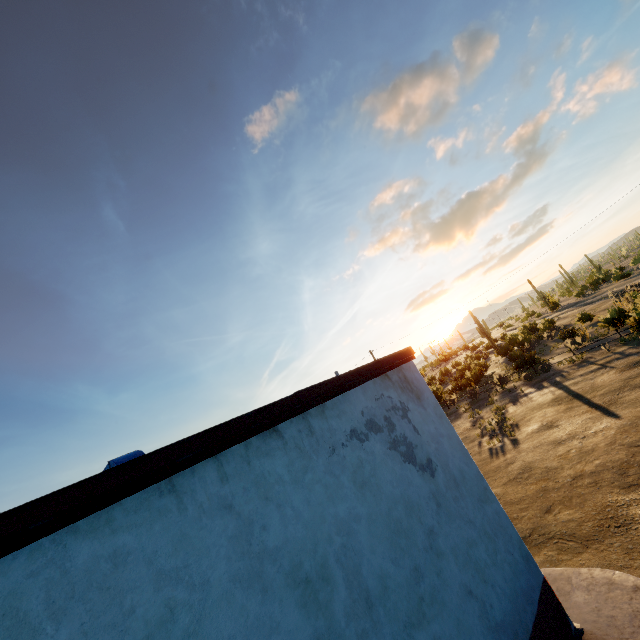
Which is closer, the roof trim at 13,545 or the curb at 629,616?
the roof trim at 13,545

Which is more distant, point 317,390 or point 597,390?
point 597,390

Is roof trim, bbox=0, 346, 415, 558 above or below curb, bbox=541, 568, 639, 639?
above

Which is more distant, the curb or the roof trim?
the curb

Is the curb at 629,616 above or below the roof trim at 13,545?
below
